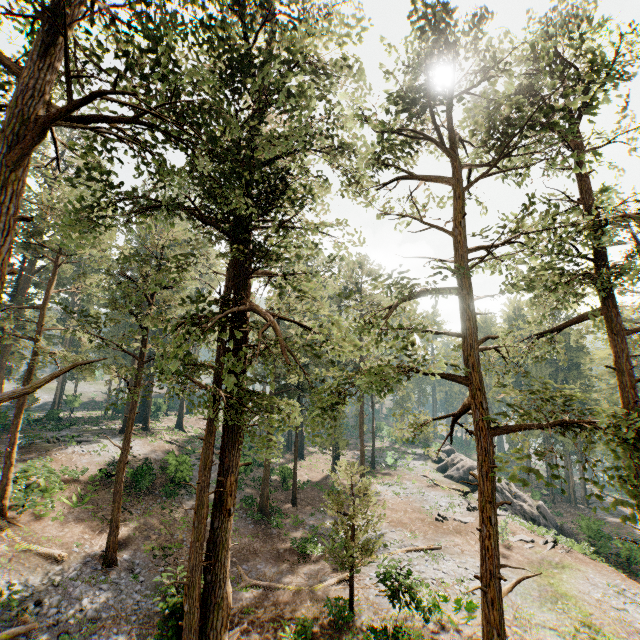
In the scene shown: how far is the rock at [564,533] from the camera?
32.1m

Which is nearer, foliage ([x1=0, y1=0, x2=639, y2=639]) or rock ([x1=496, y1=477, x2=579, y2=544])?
foliage ([x1=0, y1=0, x2=639, y2=639])

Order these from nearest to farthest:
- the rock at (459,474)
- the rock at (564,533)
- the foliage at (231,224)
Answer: the foliage at (231,224), the rock at (564,533), the rock at (459,474)

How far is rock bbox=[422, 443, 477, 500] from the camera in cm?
3785

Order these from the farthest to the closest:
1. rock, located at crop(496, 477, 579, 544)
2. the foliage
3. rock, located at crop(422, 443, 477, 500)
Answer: rock, located at crop(422, 443, 477, 500) → rock, located at crop(496, 477, 579, 544) → the foliage

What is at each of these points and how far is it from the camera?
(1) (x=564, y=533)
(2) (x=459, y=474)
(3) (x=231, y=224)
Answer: (1) rock, 33.2 meters
(2) rock, 39.7 meters
(3) foliage, 15.0 meters
